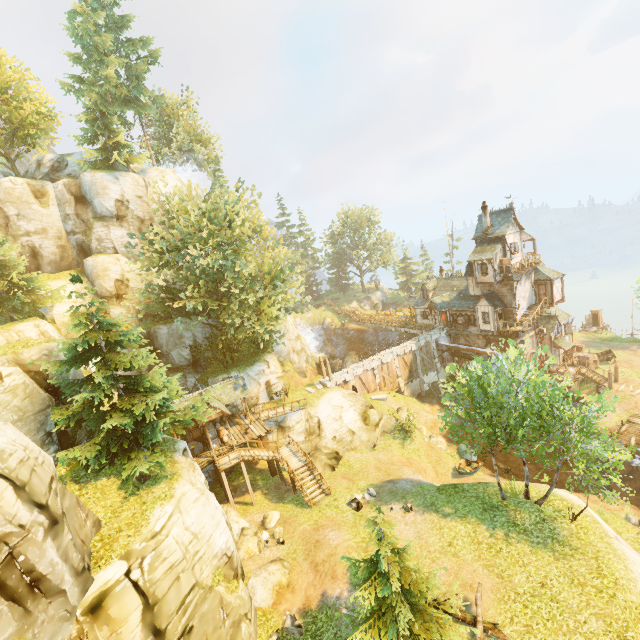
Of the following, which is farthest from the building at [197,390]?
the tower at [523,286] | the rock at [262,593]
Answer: the tower at [523,286]

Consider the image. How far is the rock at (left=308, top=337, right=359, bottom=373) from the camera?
44.8 meters

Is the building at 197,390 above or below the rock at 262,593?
above

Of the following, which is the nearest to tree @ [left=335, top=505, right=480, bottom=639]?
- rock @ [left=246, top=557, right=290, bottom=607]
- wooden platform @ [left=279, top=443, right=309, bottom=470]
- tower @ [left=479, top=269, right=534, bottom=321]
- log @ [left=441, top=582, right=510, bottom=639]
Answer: log @ [left=441, top=582, right=510, bottom=639]

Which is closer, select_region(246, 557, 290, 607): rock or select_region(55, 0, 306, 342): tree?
select_region(246, 557, 290, 607): rock

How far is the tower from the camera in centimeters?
3525cm

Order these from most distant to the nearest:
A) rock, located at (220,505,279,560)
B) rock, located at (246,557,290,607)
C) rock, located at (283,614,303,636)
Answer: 1. rock, located at (220,505,279,560)
2. rock, located at (246,557,290,607)
3. rock, located at (283,614,303,636)

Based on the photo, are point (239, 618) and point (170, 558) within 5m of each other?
yes
